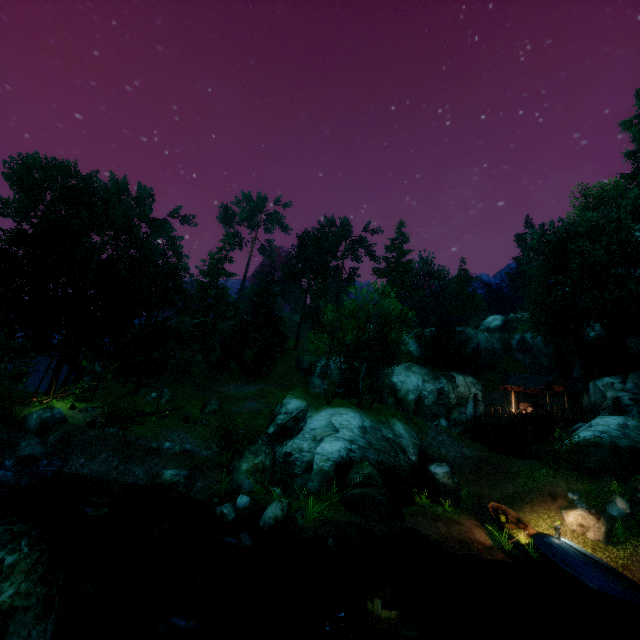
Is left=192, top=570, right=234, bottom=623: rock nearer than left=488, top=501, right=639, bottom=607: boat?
Yes

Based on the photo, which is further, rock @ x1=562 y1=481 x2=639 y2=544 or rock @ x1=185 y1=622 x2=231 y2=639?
rock @ x1=562 y1=481 x2=639 y2=544

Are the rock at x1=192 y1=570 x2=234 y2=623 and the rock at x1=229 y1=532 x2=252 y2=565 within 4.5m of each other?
yes

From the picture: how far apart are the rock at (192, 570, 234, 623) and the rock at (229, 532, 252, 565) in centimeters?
35cm

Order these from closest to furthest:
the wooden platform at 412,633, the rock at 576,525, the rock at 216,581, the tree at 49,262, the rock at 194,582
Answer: the wooden platform at 412,633, the rock at 216,581, the rock at 194,582, the rock at 576,525, the tree at 49,262

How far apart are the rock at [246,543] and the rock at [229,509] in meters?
2.2 m

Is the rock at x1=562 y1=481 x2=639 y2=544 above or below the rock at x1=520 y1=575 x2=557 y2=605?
above

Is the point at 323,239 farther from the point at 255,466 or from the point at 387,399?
the point at 255,466
